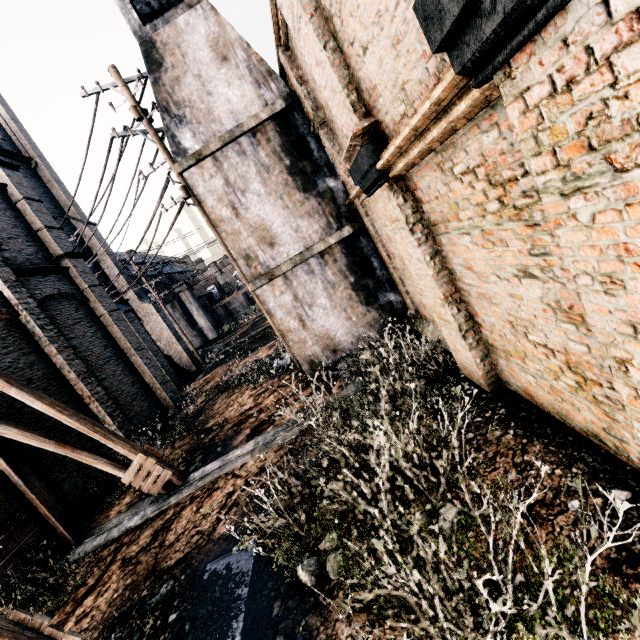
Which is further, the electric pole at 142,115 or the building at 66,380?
the building at 66,380

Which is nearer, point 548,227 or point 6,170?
point 548,227

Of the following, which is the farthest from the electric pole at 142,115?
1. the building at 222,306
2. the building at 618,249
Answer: the building at 222,306

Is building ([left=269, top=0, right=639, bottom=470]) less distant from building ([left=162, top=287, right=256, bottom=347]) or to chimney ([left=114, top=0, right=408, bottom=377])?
chimney ([left=114, top=0, right=408, bottom=377])

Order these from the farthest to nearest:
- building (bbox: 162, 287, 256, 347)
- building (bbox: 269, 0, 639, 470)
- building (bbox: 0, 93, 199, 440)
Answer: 1. building (bbox: 162, 287, 256, 347)
2. building (bbox: 0, 93, 199, 440)
3. building (bbox: 269, 0, 639, 470)

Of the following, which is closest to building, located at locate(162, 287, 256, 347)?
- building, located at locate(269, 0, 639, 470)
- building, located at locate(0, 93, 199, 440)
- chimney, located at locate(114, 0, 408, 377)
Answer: building, located at locate(269, 0, 639, 470)

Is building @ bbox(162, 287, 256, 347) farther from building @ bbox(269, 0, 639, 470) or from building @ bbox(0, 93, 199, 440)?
building @ bbox(0, 93, 199, 440)

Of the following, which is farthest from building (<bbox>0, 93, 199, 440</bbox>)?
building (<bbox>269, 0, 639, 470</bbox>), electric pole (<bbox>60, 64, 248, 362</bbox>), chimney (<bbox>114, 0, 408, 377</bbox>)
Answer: building (<bbox>269, 0, 639, 470</bbox>)
